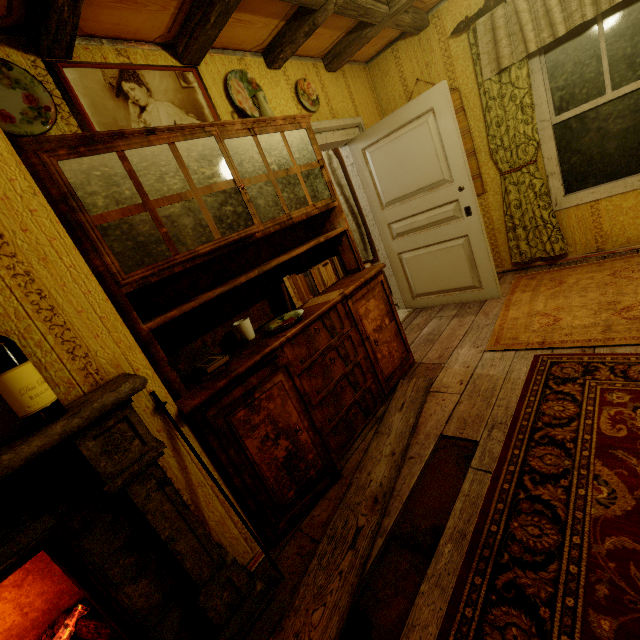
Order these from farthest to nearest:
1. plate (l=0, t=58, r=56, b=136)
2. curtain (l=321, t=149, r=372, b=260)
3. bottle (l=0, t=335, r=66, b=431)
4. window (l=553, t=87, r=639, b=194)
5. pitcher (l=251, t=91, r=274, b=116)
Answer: curtain (l=321, t=149, r=372, b=260) → window (l=553, t=87, r=639, b=194) → pitcher (l=251, t=91, r=274, b=116) → plate (l=0, t=58, r=56, b=136) → bottle (l=0, t=335, r=66, b=431)

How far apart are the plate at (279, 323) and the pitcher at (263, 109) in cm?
141

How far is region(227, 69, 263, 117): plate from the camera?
2.5m

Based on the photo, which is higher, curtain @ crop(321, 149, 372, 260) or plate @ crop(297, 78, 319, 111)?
plate @ crop(297, 78, 319, 111)

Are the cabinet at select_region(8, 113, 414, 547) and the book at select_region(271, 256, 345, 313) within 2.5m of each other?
yes

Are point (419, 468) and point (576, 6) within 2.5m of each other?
no

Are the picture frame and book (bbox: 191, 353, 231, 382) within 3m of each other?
yes

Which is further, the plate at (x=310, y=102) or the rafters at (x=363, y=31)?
the plate at (x=310, y=102)
